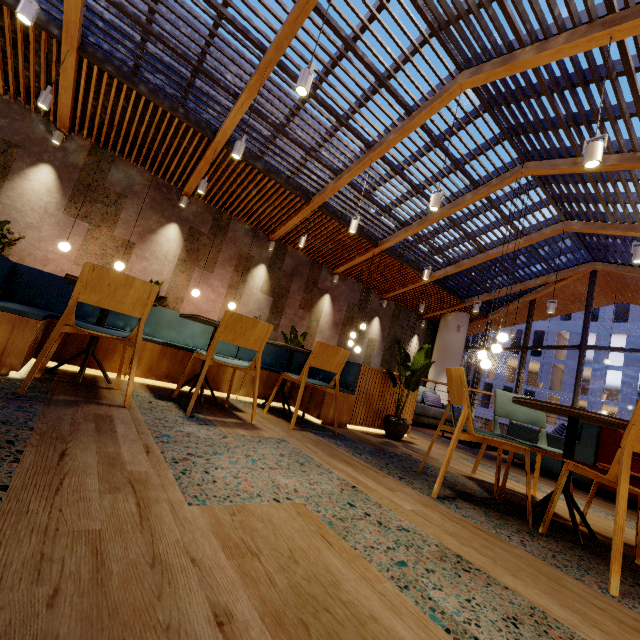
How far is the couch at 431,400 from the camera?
6.59m

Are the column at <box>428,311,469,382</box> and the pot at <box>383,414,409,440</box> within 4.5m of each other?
no

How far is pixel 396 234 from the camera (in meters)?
9.52

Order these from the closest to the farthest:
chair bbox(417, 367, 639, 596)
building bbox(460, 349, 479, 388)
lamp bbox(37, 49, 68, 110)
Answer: chair bbox(417, 367, 639, 596)
lamp bbox(37, 49, 68, 110)
building bbox(460, 349, 479, 388)

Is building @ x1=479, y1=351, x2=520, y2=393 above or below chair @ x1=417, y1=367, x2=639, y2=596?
above

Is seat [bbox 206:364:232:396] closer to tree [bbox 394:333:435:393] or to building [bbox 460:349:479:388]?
tree [bbox 394:333:435:393]

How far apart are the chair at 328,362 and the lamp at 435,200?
3.16m

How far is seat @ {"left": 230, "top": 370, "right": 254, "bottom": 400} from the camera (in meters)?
3.80
